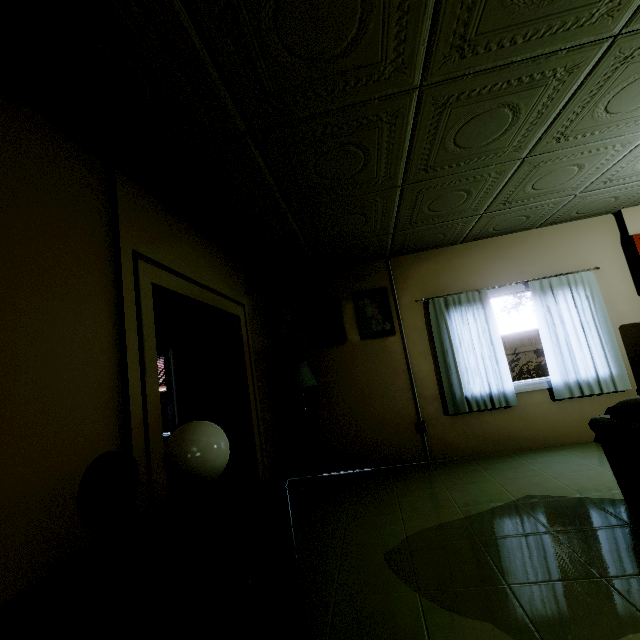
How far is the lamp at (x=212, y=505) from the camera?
1.43m

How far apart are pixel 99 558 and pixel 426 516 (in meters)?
2.46

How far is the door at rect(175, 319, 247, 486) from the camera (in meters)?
3.39

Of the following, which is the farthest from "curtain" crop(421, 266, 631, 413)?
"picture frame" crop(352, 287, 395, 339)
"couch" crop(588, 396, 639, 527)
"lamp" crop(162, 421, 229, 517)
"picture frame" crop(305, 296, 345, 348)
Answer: "lamp" crop(162, 421, 229, 517)

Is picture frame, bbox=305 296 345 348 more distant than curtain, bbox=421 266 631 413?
Yes

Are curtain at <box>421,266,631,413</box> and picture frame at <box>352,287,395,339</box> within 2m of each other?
yes

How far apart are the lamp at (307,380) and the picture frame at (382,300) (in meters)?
1.05

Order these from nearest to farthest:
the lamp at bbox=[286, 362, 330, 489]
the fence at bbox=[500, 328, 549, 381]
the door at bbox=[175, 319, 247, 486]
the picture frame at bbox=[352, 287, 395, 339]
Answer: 1. the door at bbox=[175, 319, 247, 486]
2. the lamp at bbox=[286, 362, 330, 489]
3. the picture frame at bbox=[352, 287, 395, 339]
4. the fence at bbox=[500, 328, 549, 381]
